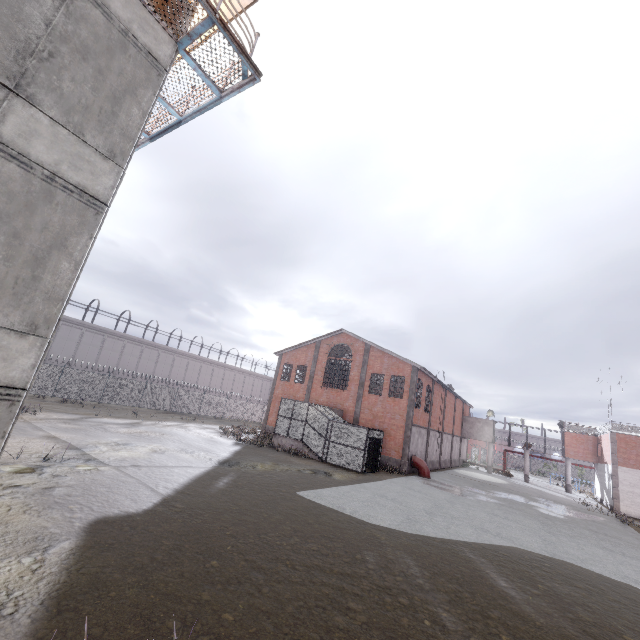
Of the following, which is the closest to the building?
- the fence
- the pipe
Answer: the fence

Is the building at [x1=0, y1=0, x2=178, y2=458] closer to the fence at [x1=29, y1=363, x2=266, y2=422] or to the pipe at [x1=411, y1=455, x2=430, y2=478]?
the fence at [x1=29, y1=363, x2=266, y2=422]

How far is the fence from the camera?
28.9 meters

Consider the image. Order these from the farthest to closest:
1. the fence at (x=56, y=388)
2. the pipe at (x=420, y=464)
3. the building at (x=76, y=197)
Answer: the fence at (x=56, y=388)
the pipe at (x=420, y=464)
the building at (x=76, y=197)

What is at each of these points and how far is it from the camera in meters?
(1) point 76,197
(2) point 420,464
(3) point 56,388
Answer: (1) building, 6.5
(2) pipe, 27.0
(3) fence, 29.0

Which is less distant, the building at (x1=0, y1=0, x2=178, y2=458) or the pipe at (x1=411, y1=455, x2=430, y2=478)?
the building at (x1=0, y1=0, x2=178, y2=458)

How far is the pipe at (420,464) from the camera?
26.6 meters
